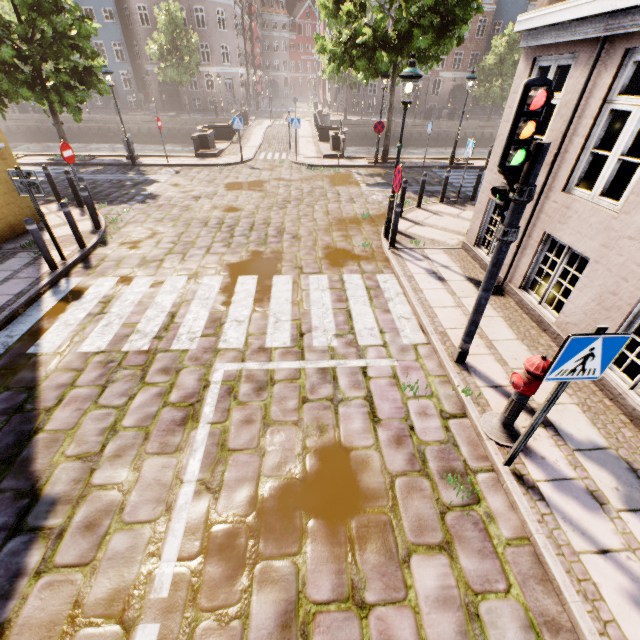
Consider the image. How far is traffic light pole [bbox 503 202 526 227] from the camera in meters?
3.5

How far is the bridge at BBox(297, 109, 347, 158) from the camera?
17.75m

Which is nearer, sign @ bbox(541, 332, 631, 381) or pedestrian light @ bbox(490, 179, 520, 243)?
sign @ bbox(541, 332, 631, 381)

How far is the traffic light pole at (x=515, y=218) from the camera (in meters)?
3.51

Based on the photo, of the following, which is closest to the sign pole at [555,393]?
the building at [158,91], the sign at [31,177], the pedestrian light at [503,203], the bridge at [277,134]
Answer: the pedestrian light at [503,203]

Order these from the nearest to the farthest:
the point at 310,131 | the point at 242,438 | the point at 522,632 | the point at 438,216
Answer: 1. the point at 522,632
2. the point at 242,438
3. the point at 438,216
4. the point at 310,131

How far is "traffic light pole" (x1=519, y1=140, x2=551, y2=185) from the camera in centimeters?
316cm

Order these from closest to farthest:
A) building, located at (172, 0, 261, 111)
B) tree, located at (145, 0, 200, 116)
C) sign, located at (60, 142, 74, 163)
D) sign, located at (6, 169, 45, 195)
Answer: sign, located at (6, 169, 45, 195), sign, located at (60, 142, 74, 163), tree, located at (145, 0, 200, 116), building, located at (172, 0, 261, 111)
